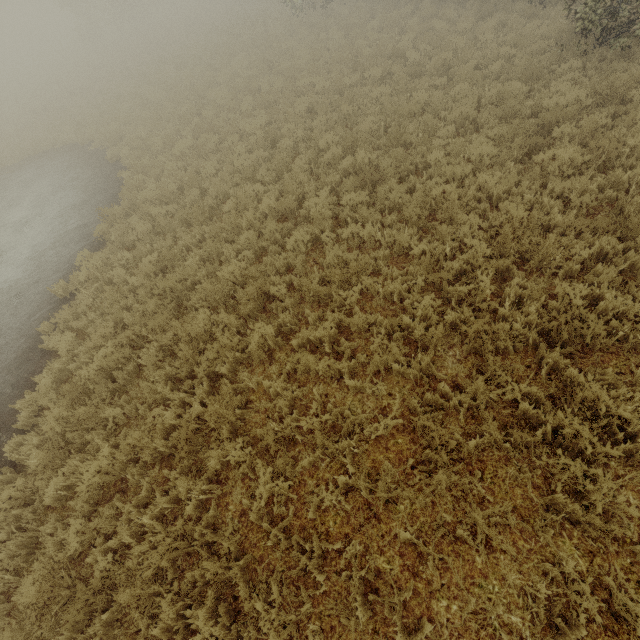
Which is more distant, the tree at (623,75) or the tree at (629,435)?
the tree at (623,75)

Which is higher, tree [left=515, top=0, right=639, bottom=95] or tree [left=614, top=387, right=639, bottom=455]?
tree [left=515, top=0, right=639, bottom=95]

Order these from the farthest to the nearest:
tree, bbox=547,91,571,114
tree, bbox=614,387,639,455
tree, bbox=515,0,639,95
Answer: tree, bbox=515,0,639,95, tree, bbox=547,91,571,114, tree, bbox=614,387,639,455

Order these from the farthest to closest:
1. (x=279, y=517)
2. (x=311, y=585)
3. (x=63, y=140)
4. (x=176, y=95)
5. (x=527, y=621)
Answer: (x=63, y=140) < (x=176, y=95) < (x=279, y=517) < (x=311, y=585) < (x=527, y=621)

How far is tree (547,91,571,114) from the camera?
7.27m

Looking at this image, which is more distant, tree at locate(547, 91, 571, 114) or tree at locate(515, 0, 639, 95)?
tree at locate(515, 0, 639, 95)
